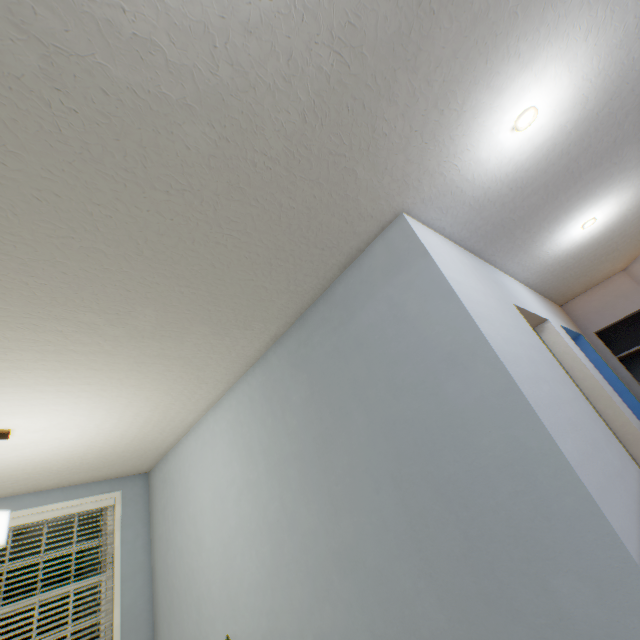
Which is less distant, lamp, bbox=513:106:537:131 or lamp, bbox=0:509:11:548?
lamp, bbox=513:106:537:131

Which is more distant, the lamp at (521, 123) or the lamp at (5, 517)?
the lamp at (5, 517)

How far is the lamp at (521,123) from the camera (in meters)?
1.32

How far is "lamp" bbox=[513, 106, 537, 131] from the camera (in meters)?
1.32

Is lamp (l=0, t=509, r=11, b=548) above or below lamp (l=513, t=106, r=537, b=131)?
below

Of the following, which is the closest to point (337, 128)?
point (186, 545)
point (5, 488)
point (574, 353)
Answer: point (574, 353)
